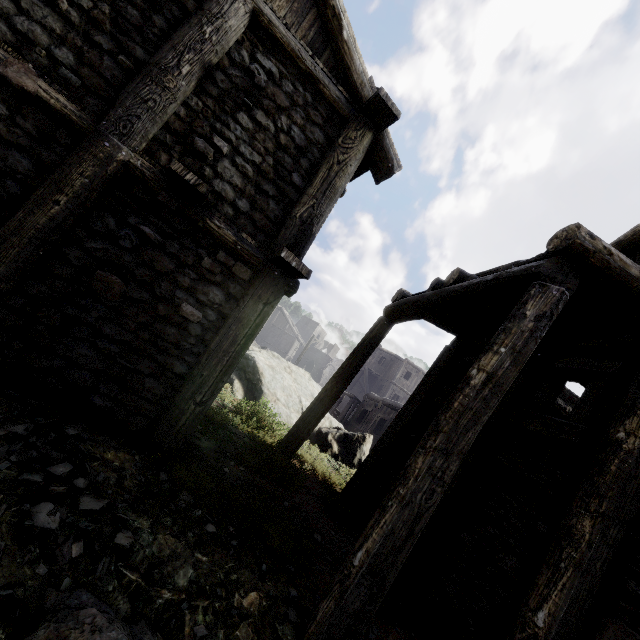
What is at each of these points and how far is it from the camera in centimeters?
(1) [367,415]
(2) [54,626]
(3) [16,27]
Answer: (1) building, 1862cm
(2) rock, 184cm
(3) building, 342cm

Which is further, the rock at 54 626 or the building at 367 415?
the building at 367 415

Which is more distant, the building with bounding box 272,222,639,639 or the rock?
the building with bounding box 272,222,639,639

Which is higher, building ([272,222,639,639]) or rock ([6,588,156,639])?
building ([272,222,639,639])
